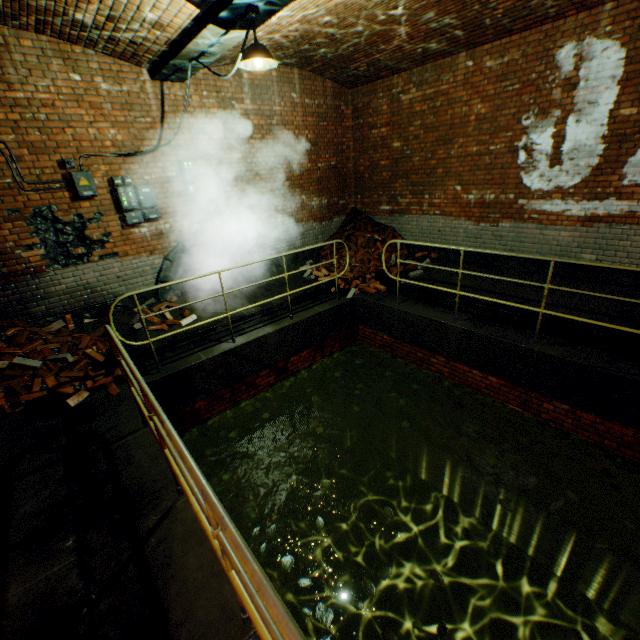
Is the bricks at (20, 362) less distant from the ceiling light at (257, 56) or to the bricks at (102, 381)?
the bricks at (102, 381)

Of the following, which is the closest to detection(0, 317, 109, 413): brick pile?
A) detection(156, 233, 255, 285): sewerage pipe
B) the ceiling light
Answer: detection(156, 233, 255, 285): sewerage pipe

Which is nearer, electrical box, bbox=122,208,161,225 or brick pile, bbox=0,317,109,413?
brick pile, bbox=0,317,109,413

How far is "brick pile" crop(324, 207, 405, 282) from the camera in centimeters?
833cm

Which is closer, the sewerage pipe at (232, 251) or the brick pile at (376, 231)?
the sewerage pipe at (232, 251)

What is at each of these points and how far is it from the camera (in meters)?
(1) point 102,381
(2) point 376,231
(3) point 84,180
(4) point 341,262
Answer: (1) bricks, 4.71
(2) brick pile, 8.76
(3) electrical box, 5.26
(4) brick pile, 8.41

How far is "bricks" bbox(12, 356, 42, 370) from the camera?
4.61m

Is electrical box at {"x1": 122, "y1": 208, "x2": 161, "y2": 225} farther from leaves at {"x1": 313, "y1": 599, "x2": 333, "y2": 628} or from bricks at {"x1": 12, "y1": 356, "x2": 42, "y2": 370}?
leaves at {"x1": 313, "y1": 599, "x2": 333, "y2": 628}
